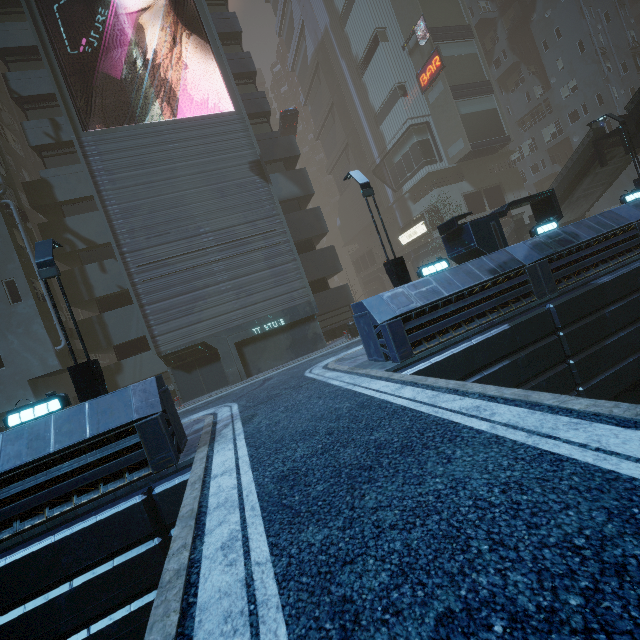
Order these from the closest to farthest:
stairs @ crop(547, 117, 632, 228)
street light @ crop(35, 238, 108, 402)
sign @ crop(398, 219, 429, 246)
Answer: street light @ crop(35, 238, 108, 402) < stairs @ crop(547, 117, 632, 228) < sign @ crop(398, 219, 429, 246)

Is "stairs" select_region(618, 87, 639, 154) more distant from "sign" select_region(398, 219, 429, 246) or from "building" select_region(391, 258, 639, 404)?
"sign" select_region(398, 219, 429, 246)

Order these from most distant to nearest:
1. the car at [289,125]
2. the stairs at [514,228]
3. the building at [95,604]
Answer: the car at [289,125]
the stairs at [514,228]
the building at [95,604]

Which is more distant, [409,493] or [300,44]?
[300,44]

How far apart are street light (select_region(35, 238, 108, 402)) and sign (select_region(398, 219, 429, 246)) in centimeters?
3264cm

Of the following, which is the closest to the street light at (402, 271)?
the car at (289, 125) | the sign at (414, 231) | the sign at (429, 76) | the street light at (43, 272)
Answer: the street light at (43, 272)

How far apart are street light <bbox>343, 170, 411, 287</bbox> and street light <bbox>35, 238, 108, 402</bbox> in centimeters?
967cm

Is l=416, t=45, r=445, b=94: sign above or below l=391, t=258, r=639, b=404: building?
above
